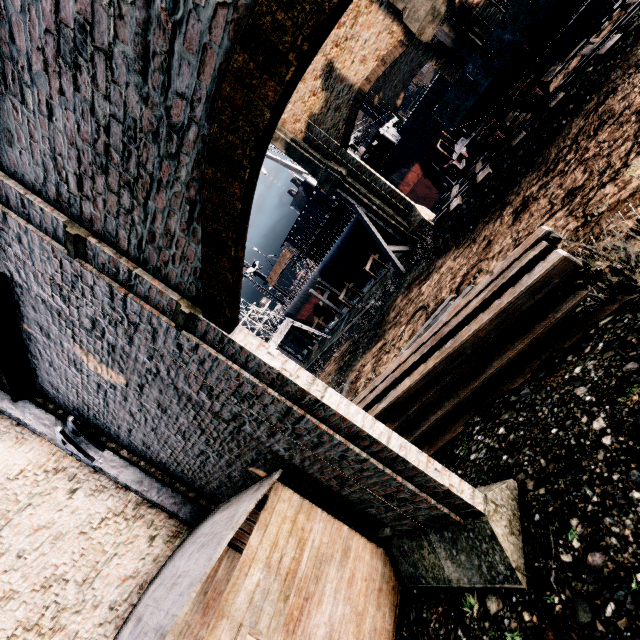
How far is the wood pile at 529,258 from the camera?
6.4m

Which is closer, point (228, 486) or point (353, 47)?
point (228, 486)

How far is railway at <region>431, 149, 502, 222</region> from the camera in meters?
16.4 m

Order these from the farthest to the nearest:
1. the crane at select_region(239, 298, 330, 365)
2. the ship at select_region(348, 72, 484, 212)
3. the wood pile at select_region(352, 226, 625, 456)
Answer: the crane at select_region(239, 298, 330, 365)
the ship at select_region(348, 72, 484, 212)
the wood pile at select_region(352, 226, 625, 456)

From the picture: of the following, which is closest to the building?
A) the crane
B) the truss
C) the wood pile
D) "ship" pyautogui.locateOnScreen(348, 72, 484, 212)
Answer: the truss

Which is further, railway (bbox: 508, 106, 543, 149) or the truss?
railway (bbox: 508, 106, 543, 149)

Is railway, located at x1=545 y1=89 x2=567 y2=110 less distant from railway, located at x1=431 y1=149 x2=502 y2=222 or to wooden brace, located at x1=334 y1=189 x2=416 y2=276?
railway, located at x1=431 y1=149 x2=502 y2=222

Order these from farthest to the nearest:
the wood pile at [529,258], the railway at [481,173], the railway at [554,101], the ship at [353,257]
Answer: the ship at [353,257] < the railway at [481,173] < the railway at [554,101] < the wood pile at [529,258]
